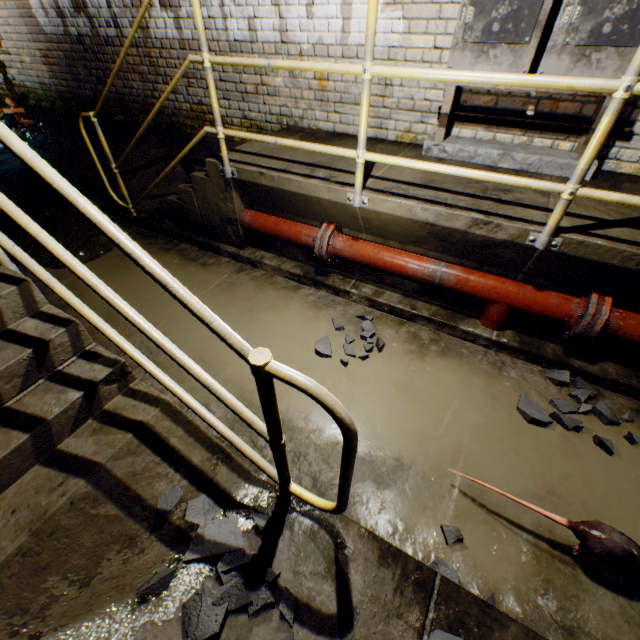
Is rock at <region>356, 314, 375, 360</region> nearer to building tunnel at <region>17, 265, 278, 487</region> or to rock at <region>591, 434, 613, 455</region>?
building tunnel at <region>17, 265, 278, 487</region>

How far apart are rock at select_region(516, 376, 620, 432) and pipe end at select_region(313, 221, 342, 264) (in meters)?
1.81

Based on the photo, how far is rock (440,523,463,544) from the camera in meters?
1.6 m

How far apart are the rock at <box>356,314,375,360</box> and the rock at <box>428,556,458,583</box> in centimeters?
133cm

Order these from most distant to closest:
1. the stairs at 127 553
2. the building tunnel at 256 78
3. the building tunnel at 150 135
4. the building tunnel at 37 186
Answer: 1. the building tunnel at 37 186
2. the building tunnel at 150 135
3. the building tunnel at 256 78
4. the stairs at 127 553

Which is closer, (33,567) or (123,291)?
(33,567)

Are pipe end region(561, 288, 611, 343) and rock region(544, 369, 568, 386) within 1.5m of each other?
yes

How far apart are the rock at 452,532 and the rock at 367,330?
1.3m
